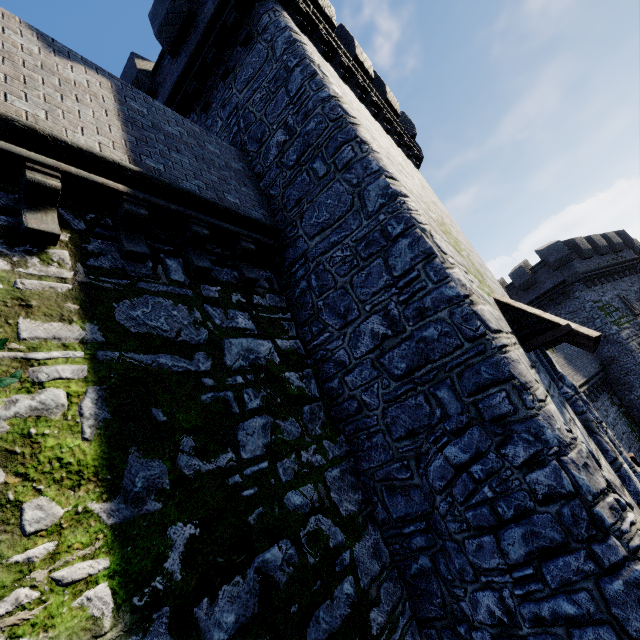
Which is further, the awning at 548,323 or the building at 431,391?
the awning at 548,323

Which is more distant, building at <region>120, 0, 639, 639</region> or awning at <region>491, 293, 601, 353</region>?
awning at <region>491, 293, 601, 353</region>

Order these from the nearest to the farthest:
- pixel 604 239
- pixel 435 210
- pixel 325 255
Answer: pixel 325 255
pixel 435 210
pixel 604 239

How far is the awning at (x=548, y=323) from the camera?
5.29m

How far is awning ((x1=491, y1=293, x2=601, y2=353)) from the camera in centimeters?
529cm
